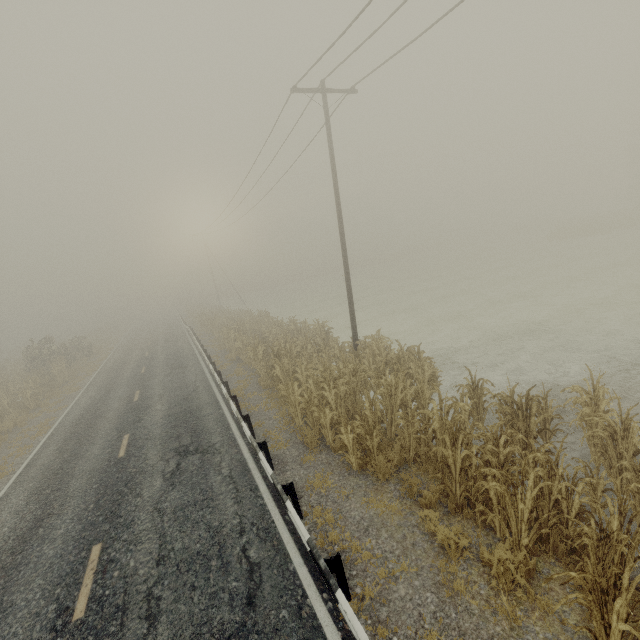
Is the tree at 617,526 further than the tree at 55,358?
No

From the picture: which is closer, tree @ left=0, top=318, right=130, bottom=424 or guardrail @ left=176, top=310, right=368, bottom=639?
guardrail @ left=176, top=310, right=368, bottom=639

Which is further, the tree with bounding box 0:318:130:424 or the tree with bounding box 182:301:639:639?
the tree with bounding box 0:318:130:424

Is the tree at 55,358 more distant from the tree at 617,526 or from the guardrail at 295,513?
the tree at 617,526

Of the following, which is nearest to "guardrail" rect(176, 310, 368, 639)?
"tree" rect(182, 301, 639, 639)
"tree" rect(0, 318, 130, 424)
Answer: "tree" rect(182, 301, 639, 639)

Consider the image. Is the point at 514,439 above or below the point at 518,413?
above
